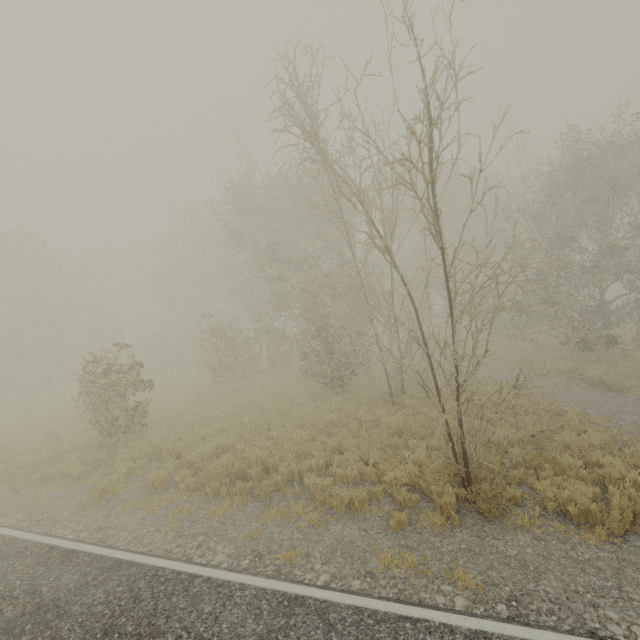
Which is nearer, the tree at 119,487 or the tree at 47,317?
the tree at 47,317

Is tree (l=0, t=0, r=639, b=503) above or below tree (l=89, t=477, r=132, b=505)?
above

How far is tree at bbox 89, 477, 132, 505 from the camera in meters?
8.1

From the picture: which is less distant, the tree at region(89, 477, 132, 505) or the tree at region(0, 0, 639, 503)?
the tree at region(0, 0, 639, 503)

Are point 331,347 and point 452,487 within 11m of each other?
yes

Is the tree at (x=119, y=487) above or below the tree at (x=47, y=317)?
below
